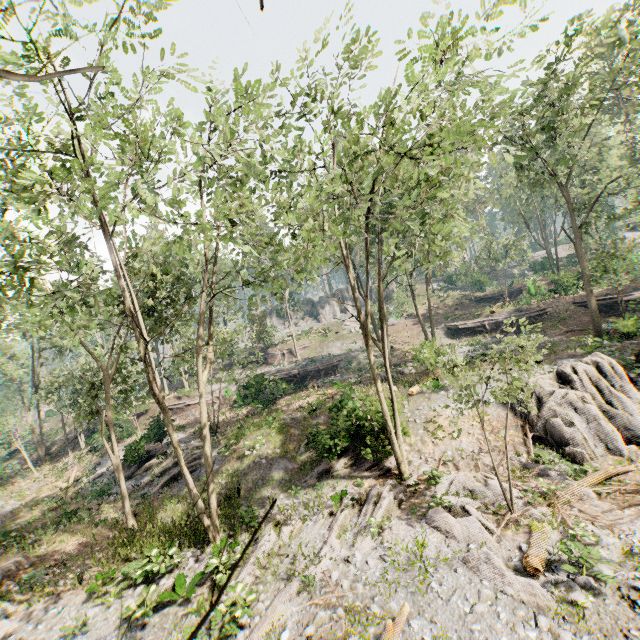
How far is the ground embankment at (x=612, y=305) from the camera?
28.2 meters

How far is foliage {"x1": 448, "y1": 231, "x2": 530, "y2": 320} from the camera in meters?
37.0

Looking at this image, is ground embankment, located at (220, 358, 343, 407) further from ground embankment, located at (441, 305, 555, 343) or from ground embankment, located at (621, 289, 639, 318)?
ground embankment, located at (621, 289, 639, 318)

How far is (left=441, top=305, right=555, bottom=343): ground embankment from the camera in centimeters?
3272cm

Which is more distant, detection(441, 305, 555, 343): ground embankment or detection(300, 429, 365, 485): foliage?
detection(441, 305, 555, 343): ground embankment

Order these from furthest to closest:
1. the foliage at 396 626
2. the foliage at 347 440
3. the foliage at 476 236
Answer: the foliage at 476 236, the foliage at 347 440, the foliage at 396 626

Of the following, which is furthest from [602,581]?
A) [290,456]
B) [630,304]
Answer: [630,304]

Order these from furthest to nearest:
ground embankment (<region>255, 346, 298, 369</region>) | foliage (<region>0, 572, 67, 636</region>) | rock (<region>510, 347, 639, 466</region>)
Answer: ground embankment (<region>255, 346, 298, 369</region>) < rock (<region>510, 347, 639, 466</region>) < foliage (<region>0, 572, 67, 636</region>)
